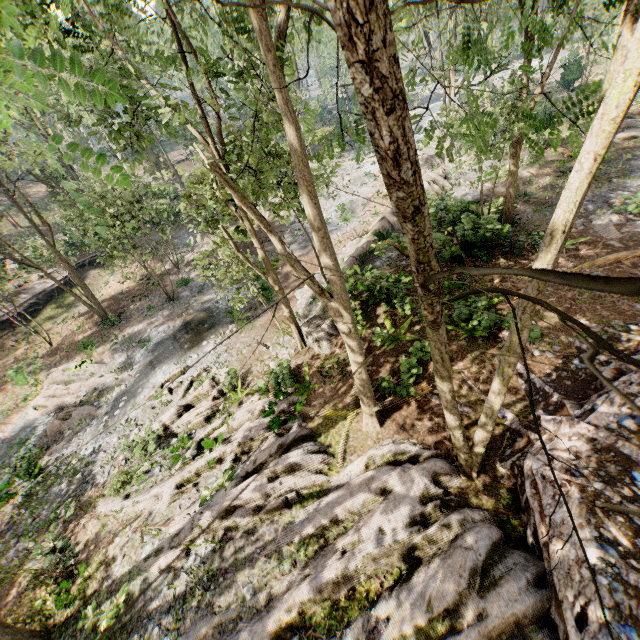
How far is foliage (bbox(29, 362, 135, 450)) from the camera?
17.5 meters

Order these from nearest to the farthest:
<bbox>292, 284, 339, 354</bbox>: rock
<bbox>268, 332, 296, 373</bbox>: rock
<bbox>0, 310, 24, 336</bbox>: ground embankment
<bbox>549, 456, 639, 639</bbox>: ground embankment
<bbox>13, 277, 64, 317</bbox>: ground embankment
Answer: <bbox>549, 456, 639, 639</bbox>: ground embankment < <bbox>268, 332, 296, 373</bbox>: rock < <bbox>292, 284, 339, 354</bbox>: rock < <bbox>0, 310, 24, 336</bbox>: ground embankment < <bbox>13, 277, 64, 317</bbox>: ground embankment

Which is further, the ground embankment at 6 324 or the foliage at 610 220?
the ground embankment at 6 324

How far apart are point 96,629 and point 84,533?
3.92m

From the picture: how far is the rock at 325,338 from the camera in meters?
14.7 m

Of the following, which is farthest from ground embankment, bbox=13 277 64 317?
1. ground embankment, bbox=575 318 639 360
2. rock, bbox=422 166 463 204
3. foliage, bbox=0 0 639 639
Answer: ground embankment, bbox=575 318 639 360

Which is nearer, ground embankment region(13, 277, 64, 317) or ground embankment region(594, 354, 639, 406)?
ground embankment region(594, 354, 639, 406)

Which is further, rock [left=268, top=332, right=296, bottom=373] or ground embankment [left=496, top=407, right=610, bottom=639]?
rock [left=268, top=332, right=296, bottom=373]
